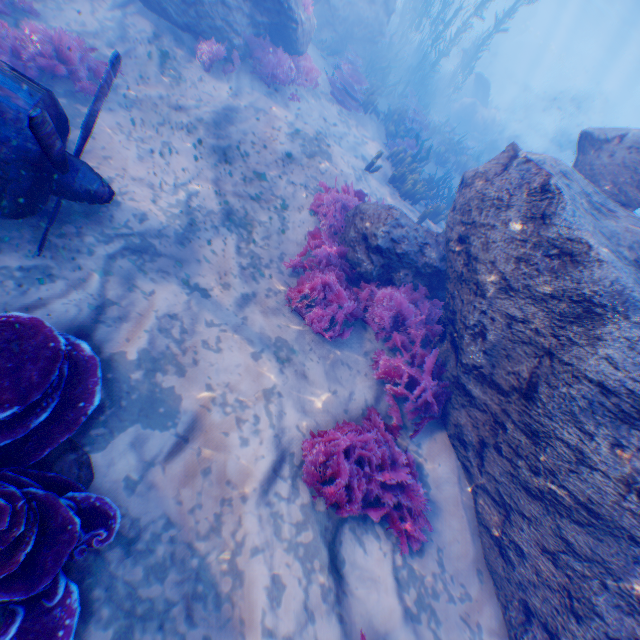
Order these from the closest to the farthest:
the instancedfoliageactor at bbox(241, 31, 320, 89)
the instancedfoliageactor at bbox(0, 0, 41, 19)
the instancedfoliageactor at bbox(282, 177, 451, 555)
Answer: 1. the instancedfoliageactor at bbox(282, 177, 451, 555)
2. the instancedfoliageactor at bbox(0, 0, 41, 19)
3. the instancedfoliageactor at bbox(241, 31, 320, 89)

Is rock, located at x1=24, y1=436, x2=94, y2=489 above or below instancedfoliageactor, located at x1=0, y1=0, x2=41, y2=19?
above

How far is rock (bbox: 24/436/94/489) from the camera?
2.90m

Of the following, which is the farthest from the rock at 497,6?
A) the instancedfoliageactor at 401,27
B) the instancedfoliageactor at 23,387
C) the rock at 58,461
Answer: the rock at 58,461

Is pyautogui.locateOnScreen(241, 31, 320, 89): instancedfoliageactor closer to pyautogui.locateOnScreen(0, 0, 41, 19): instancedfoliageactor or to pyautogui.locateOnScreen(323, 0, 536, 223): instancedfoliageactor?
pyautogui.locateOnScreen(0, 0, 41, 19): instancedfoliageactor

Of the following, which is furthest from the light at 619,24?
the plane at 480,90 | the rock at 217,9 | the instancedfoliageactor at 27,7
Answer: the plane at 480,90

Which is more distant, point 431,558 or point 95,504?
point 431,558

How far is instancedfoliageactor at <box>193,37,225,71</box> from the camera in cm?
750
